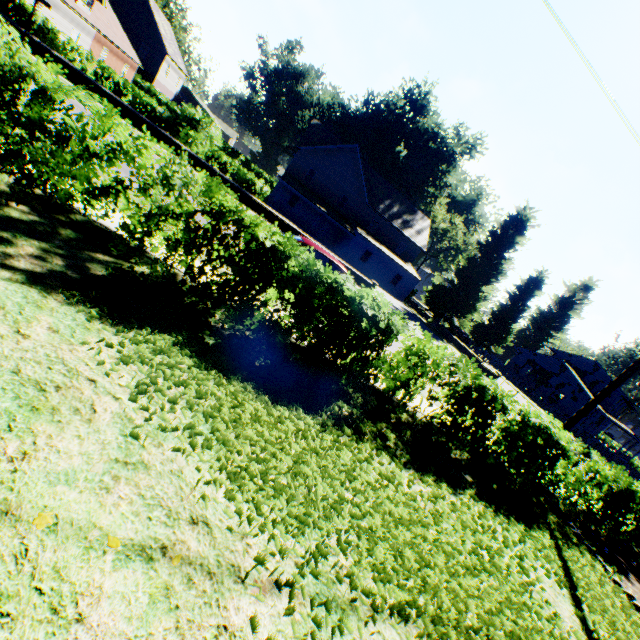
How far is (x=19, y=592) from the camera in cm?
166

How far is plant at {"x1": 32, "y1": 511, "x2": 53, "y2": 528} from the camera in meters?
1.9

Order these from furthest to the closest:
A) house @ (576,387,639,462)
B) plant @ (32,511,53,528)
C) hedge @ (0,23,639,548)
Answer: house @ (576,387,639,462)
hedge @ (0,23,639,548)
plant @ (32,511,53,528)

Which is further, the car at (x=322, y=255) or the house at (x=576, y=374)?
the house at (x=576, y=374)

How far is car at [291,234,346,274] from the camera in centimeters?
891cm

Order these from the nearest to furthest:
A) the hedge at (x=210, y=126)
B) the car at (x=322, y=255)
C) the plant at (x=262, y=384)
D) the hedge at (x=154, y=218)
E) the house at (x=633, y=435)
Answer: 1. the plant at (x=262, y=384)
2. the hedge at (x=154, y=218)
3. the car at (x=322, y=255)
4. the hedge at (x=210, y=126)
5. the house at (x=633, y=435)

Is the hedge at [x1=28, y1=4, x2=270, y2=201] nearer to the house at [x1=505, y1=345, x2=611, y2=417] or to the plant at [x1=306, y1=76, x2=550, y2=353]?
the plant at [x1=306, y1=76, x2=550, y2=353]
